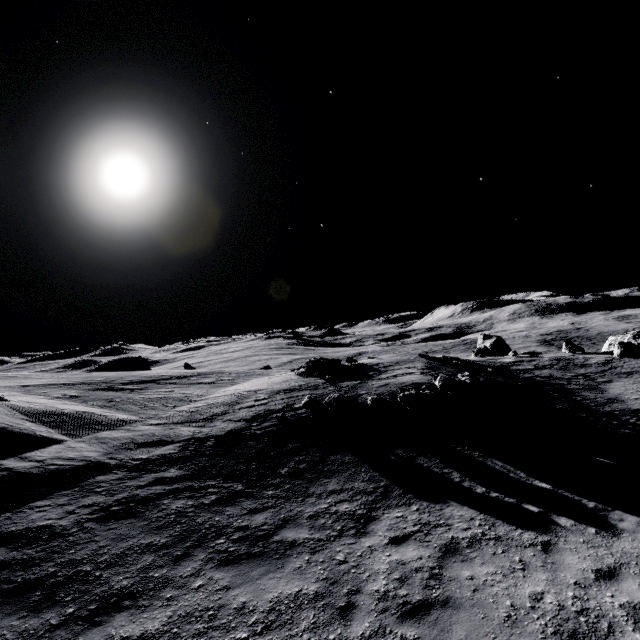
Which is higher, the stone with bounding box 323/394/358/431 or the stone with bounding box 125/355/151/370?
the stone with bounding box 125/355/151/370

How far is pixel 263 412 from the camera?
17.3 meters

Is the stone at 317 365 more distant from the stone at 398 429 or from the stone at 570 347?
the stone at 570 347

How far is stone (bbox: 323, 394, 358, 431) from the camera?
14.40m

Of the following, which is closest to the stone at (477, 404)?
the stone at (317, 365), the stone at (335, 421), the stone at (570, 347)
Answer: the stone at (335, 421)

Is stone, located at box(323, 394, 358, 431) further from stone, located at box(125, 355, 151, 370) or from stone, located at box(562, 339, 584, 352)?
stone, located at box(125, 355, 151, 370)

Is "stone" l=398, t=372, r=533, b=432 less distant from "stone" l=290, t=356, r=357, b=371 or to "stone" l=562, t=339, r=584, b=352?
"stone" l=290, t=356, r=357, b=371

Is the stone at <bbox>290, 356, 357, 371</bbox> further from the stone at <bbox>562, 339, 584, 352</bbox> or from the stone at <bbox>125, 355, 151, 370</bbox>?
the stone at <bbox>125, 355, 151, 370</bbox>
